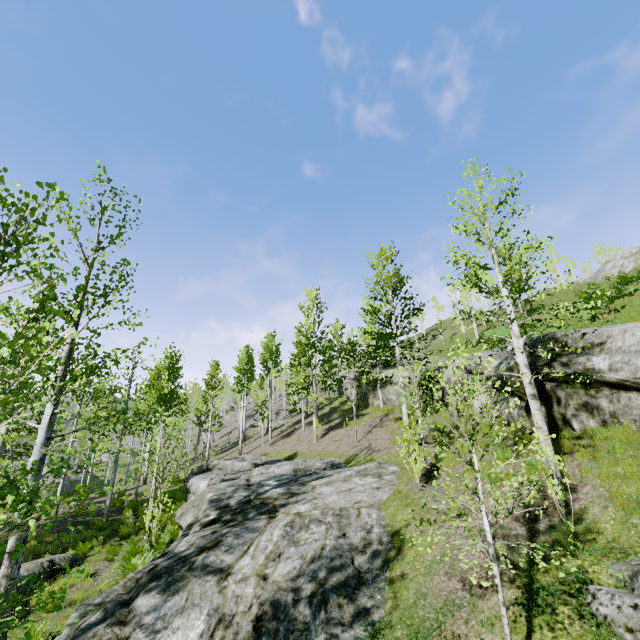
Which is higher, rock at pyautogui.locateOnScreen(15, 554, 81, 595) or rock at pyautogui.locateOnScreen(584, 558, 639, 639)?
rock at pyautogui.locateOnScreen(584, 558, 639, 639)

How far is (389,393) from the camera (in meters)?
23.41

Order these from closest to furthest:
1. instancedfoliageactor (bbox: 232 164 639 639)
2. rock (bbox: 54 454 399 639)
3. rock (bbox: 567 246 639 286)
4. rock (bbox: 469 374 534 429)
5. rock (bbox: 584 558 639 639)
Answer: rock (bbox: 584 558 639 639) < instancedfoliageactor (bbox: 232 164 639 639) < rock (bbox: 54 454 399 639) < rock (bbox: 469 374 534 429) < rock (bbox: 567 246 639 286)

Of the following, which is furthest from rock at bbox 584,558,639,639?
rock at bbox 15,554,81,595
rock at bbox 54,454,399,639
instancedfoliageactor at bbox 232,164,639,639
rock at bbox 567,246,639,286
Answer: rock at bbox 567,246,639,286

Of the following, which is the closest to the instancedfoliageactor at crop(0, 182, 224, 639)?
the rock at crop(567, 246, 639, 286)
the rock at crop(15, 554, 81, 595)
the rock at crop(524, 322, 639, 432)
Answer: the rock at crop(15, 554, 81, 595)

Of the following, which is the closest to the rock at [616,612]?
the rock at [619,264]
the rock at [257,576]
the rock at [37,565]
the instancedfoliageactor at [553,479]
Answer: the rock at [257,576]

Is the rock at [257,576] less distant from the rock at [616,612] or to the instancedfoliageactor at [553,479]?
the instancedfoliageactor at [553,479]
